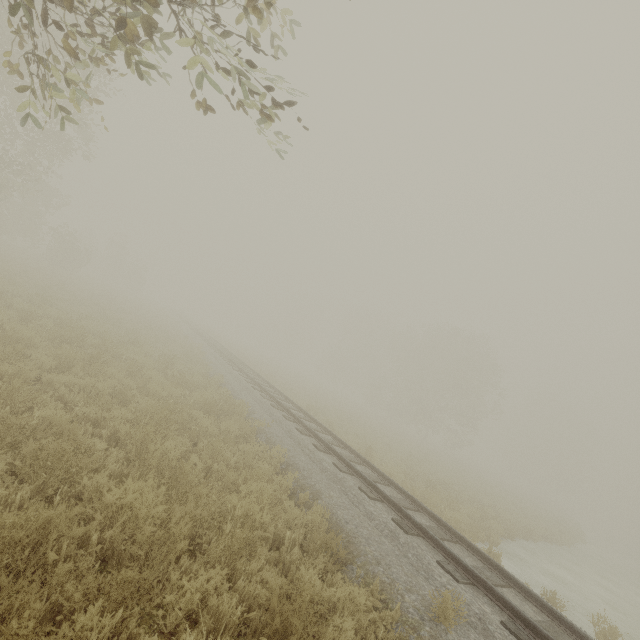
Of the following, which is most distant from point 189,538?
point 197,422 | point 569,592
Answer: point 569,592
